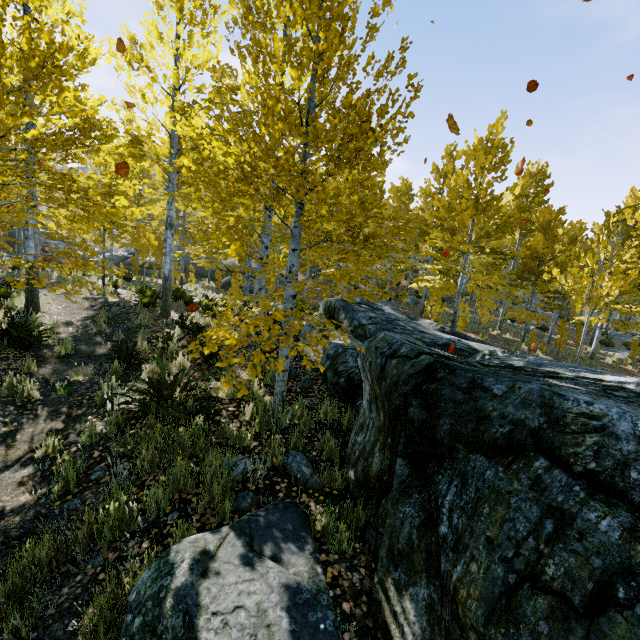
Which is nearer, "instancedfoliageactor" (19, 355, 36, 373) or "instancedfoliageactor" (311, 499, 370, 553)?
"instancedfoliageactor" (311, 499, 370, 553)

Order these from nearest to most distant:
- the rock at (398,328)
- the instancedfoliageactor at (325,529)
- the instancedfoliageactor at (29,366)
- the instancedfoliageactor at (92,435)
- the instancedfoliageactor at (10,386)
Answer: the rock at (398,328) → the instancedfoliageactor at (325,529) → the instancedfoliageactor at (92,435) → the instancedfoliageactor at (10,386) → the instancedfoliageactor at (29,366)

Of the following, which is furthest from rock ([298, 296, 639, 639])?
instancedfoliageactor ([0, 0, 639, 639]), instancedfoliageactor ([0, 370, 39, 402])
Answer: instancedfoliageactor ([0, 370, 39, 402])

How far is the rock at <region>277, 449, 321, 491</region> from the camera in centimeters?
378cm

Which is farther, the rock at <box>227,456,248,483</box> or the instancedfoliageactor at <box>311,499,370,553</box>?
the rock at <box>227,456,248,483</box>

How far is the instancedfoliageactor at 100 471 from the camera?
3.84m

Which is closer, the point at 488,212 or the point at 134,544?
the point at 134,544
